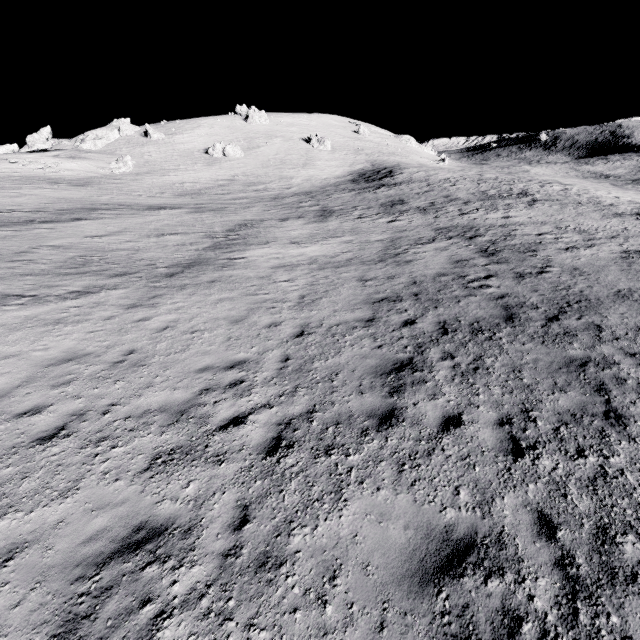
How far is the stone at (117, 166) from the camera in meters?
53.8 m

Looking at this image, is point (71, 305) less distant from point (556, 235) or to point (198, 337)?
point (198, 337)

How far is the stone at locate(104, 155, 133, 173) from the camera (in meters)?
53.78
